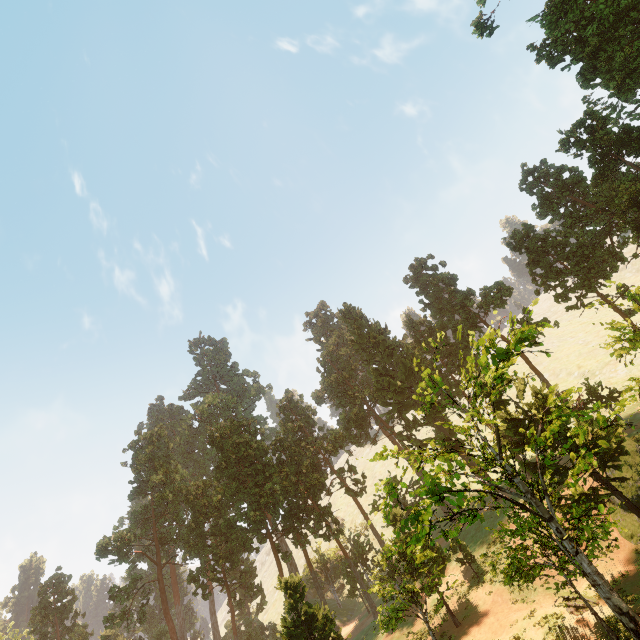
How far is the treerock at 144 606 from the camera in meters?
37.1 m

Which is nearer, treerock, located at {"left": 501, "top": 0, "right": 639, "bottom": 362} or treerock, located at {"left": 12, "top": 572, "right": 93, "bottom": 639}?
treerock, located at {"left": 501, "top": 0, "right": 639, "bottom": 362}

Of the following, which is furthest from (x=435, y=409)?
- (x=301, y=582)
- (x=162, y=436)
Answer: (x=162, y=436)

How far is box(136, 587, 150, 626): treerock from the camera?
37.07m

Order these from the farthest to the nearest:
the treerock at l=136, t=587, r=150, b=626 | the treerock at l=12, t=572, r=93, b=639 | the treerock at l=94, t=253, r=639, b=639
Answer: the treerock at l=12, t=572, r=93, b=639 < the treerock at l=136, t=587, r=150, b=626 < the treerock at l=94, t=253, r=639, b=639
